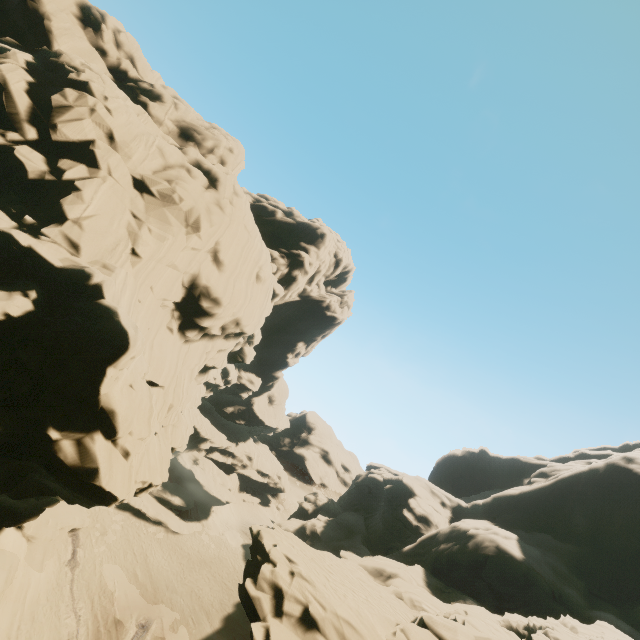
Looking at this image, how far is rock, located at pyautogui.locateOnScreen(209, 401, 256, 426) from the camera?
58.5m

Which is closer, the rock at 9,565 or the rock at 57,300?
the rock at 57,300

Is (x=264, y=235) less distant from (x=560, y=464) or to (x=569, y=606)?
(x=569, y=606)

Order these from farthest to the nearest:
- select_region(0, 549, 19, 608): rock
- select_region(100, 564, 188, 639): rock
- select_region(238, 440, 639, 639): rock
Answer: select_region(100, 564, 188, 639): rock
select_region(0, 549, 19, 608): rock
select_region(238, 440, 639, 639): rock

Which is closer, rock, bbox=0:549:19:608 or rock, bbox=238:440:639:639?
rock, bbox=238:440:639:639
